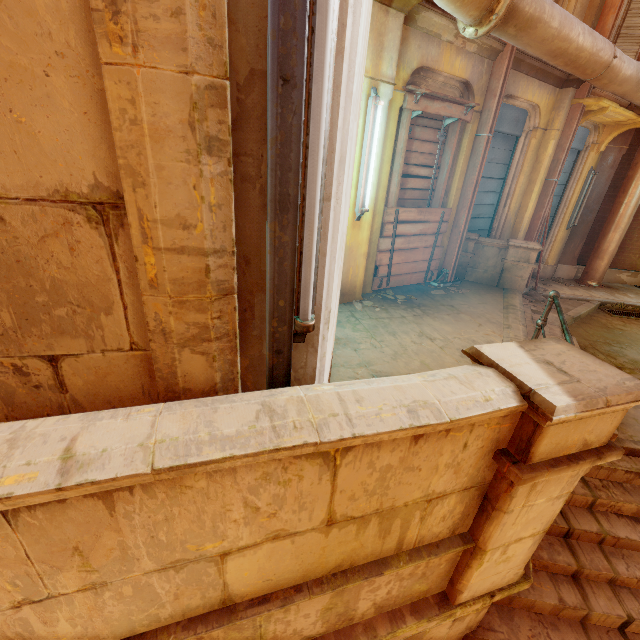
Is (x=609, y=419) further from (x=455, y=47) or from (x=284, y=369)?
(x=455, y=47)

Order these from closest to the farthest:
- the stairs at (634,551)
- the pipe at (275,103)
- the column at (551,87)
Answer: the pipe at (275,103) → the stairs at (634,551) → the column at (551,87)

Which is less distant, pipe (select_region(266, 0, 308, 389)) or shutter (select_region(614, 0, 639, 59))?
pipe (select_region(266, 0, 308, 389))

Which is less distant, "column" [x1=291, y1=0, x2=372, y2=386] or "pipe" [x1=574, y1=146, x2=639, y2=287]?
"column" [x1=291, y1=0, x2=372, y2=386]

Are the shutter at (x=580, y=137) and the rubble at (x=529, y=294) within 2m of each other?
yes

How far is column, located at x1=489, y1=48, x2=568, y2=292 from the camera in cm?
582

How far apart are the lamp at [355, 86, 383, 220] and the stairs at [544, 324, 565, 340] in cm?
302

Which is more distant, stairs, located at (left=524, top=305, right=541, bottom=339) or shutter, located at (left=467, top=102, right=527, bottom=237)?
shutter, located at (left=467, top=102, right=527, bottom=237)
